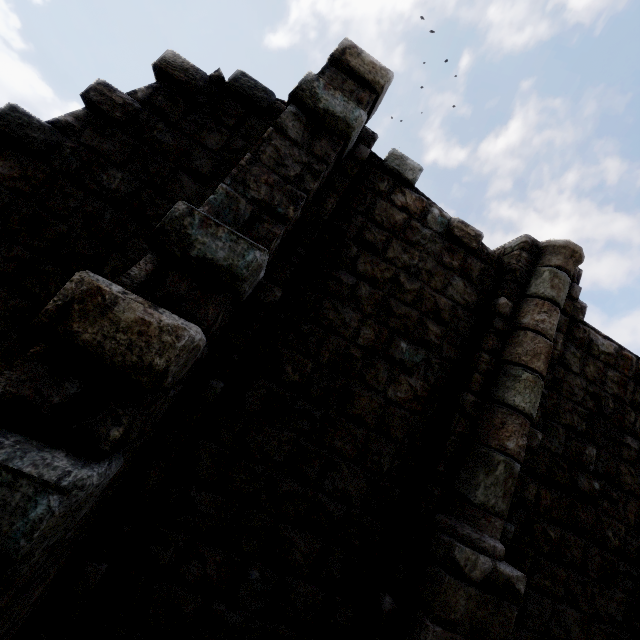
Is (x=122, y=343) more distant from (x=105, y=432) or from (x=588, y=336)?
(x=588, y=336)
